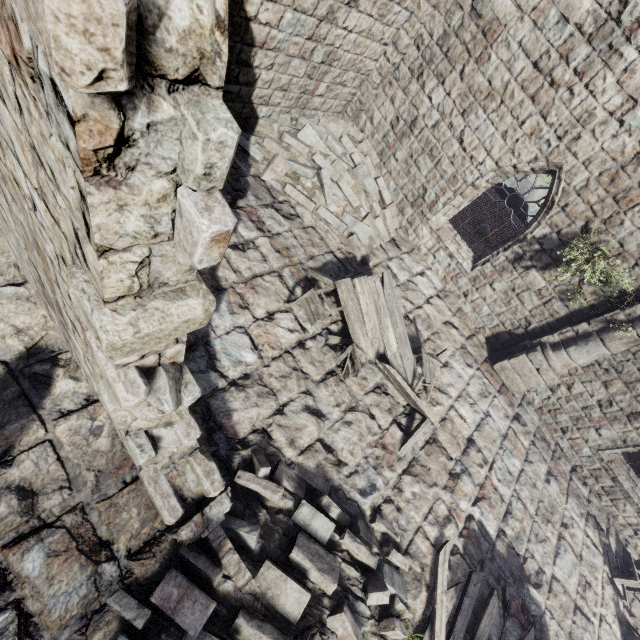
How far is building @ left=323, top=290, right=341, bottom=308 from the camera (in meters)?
7.54

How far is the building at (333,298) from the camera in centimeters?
754cm

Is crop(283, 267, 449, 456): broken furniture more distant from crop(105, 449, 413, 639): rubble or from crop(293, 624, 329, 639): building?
crop(105, 449, 413, 639): rubble

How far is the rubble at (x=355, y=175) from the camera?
8.2m

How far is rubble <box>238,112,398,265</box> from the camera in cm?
825

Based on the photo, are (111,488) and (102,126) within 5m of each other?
yes

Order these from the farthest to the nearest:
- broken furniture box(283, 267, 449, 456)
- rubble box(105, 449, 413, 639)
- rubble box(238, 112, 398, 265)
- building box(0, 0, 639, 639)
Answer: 1. rubble box(238, 112, 398, 265)
2. broken furniture box(283, 267, 449, 456)
3. rubble box(105, 449, 413, 639)
4. building box(0, 0, 639, 639)
